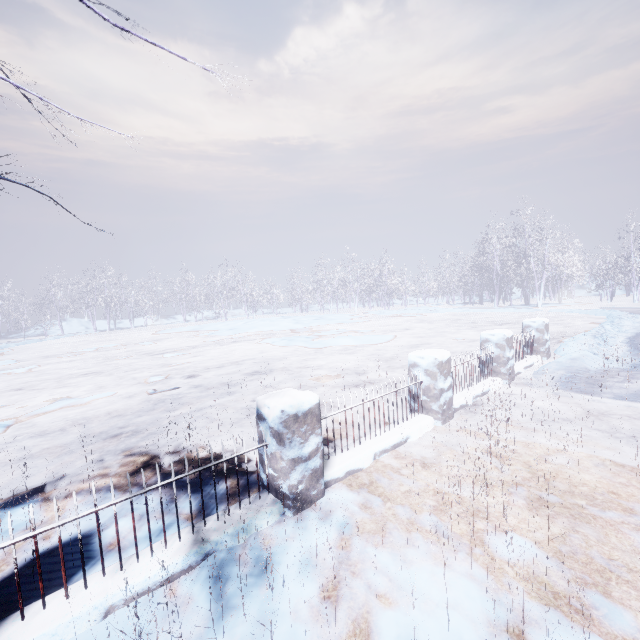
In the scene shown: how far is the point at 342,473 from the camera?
3.1 meters
